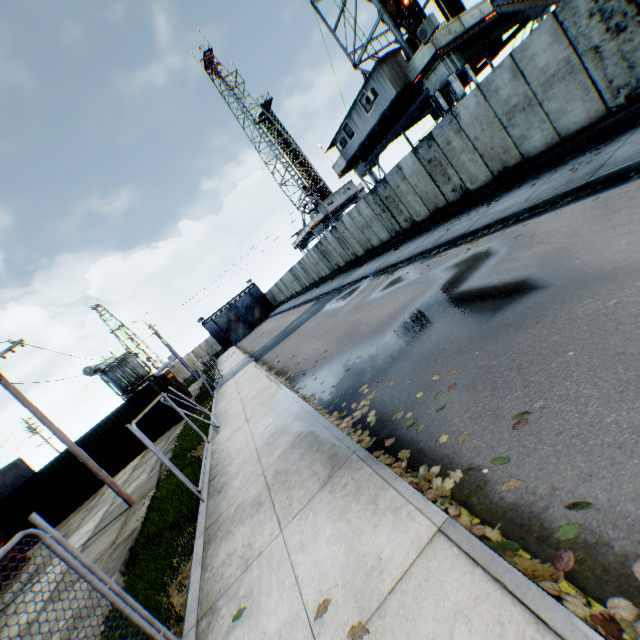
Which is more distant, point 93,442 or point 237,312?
point 237,312

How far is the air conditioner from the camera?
12.8m

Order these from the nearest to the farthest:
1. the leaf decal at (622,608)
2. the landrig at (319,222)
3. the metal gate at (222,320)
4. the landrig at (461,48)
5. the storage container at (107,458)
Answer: the leaf decal at (622,608) < the landrig at (461,48) < the storage container at (107,458) < the landrig at (319,222) < the metal gate at (222,320)

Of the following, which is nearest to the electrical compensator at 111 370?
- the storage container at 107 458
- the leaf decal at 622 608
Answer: the storage container at 107 458

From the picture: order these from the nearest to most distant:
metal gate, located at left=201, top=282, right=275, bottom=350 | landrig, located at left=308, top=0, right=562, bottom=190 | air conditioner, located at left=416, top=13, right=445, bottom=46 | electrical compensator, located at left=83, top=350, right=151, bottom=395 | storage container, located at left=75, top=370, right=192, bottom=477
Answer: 1. air conditioner, located at left=416, top=13, right=445, bottom=46
2. landrig, located at left=308, top=0, right=562, bottom=190
3. storage container, located at left=75, top=370, right=192, bottom=477
4. electrical compensator, located at left=83, top=350, right=151, bottom=395
5. metal gate, located at left=201, top=282, right=275, bottom=350

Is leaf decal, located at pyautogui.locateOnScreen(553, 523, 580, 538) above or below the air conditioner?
below

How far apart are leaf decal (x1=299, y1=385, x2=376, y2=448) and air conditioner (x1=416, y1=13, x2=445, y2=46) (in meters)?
14.75

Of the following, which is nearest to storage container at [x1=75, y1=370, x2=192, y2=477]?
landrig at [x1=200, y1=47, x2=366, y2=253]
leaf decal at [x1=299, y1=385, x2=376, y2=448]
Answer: leaf decal at [x1=299, y1=385, x2=376, y2=448]
